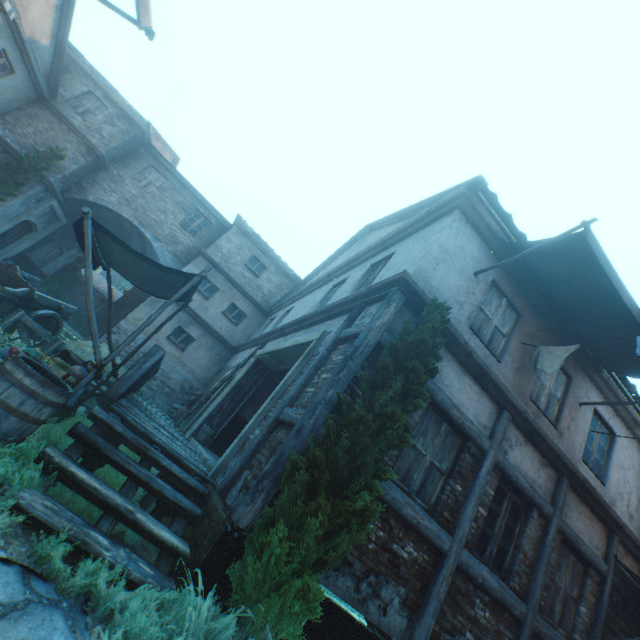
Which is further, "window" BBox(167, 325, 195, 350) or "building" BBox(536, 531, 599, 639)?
"window" BBox(167, 325, 195, 350)

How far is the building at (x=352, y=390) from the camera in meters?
4.4 m

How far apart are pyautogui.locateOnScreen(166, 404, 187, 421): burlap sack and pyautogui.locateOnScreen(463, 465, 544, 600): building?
9.75m

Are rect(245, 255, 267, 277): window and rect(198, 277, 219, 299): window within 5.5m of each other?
yes

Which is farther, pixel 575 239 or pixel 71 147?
pixel 71 147

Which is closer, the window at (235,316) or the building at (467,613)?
the building at (467,613)

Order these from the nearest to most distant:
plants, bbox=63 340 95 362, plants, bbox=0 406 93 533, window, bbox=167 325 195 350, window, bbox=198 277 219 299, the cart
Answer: plants, bbox=0 406 93 533
the cart
plants, bbox=63 340 95 362
window, bbox=167 325 195 350
window, bbox=198 277 219 299

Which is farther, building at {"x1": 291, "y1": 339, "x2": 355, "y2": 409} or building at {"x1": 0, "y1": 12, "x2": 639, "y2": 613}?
building at {"x1": 0, "y1": 12, "x2": 639, "y2": 613}
